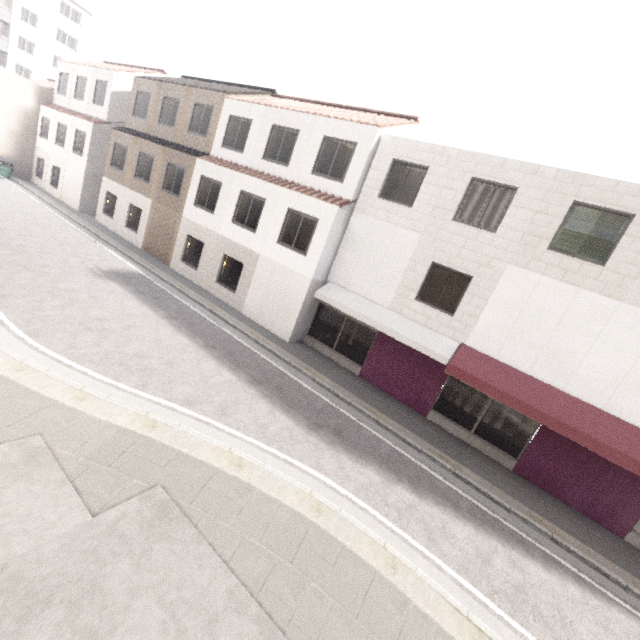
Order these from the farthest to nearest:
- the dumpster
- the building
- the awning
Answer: the building → the dumpster → the awning

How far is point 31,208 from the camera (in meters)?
19.03

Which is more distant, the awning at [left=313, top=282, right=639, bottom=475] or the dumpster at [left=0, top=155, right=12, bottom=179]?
the dumpster at [left=0, top=155, right=12, bottom=179]

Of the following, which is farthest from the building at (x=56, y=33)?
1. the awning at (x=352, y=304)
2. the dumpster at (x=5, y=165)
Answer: the awning at (x=352, y=304)

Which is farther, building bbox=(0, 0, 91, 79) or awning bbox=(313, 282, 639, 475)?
building bbox=(0, 0, 91, 79)

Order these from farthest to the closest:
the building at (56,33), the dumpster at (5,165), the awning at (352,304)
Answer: the building at (56,33) → the dumpster at (5,165) → the awning at (352,304)

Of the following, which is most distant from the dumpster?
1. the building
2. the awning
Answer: the awning

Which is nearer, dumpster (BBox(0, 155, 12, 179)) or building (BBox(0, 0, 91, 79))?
dumpster (BBox(0, 155, 12, 179))
